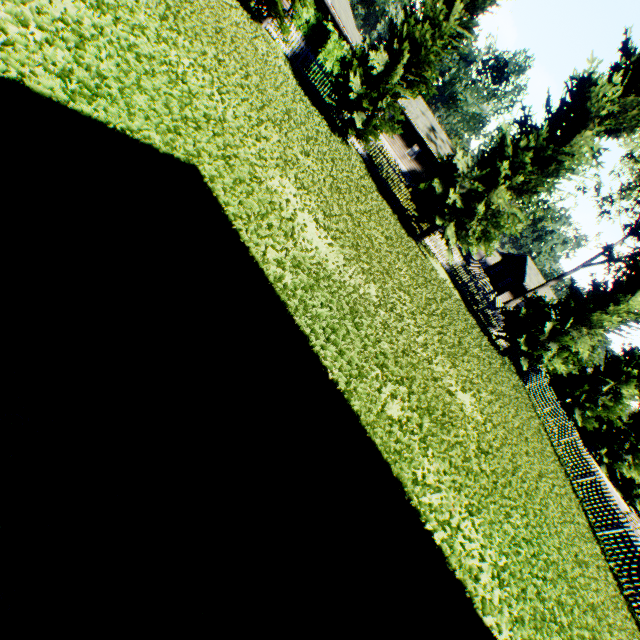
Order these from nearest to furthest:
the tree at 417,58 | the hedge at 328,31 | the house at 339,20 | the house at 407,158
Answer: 1. the tree at 417,58
2. the hedge at 328,31
3. the house at 339,20
4. the house at 407,158

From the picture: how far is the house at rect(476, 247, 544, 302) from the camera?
40.4 meters

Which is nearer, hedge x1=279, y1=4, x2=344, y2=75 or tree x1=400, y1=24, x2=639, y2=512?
tree x1=400, y1=24, x2=639, y2=512

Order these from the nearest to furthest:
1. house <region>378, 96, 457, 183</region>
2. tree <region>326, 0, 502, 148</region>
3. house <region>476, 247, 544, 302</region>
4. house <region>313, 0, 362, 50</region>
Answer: tree <region>326, 0, 502, 148</region>, house <region>313, 0, 362, 50</region>, house <region>378, 96, 457, 183</region>, house <region>476, 247, 544, 302</region>

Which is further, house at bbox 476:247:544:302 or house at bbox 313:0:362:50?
house at bbox 476:247:544:302

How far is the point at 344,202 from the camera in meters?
10.6

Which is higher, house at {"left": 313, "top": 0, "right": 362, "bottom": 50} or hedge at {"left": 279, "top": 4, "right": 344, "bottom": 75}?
house at {"left": 313, "top": 0, "right": 362, "bottom": 50}

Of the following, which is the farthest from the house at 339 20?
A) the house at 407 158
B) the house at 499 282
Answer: the house at 499 282
